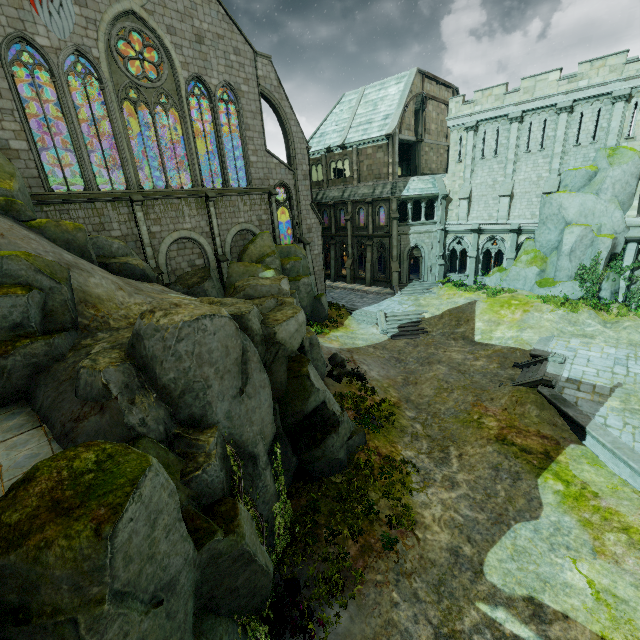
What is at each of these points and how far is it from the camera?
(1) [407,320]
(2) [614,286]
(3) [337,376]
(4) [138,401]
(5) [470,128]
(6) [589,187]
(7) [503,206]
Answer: (1) stair, 26.38m
(2) rock, 23.78m
(3) rock, 17.38m
(4) rock, 7.56m
(5) stone column, 27.86m
(6) rock, 23.38m
(7) stone column, 27.70m

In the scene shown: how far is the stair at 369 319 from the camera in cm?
2695

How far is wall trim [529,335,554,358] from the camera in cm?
1889

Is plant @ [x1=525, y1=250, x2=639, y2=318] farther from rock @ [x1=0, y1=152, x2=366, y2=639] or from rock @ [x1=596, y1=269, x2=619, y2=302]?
rock @ [x1=0, y1=152, x2=366, y2=639]

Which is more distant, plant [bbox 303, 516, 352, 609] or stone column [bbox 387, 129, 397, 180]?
stone column [bbox 387, 129, 397, 180]

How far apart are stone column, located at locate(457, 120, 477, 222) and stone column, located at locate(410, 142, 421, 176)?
5.2m

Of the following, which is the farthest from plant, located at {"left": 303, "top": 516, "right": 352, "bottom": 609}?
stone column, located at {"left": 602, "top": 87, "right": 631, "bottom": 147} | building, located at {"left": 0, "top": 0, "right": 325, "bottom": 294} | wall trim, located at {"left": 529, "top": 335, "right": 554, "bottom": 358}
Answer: stone column, located at {"left": 602, "top": 87, "right": 631, "bottom": 147}

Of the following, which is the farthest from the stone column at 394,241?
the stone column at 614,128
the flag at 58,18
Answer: the flag at 58,18
